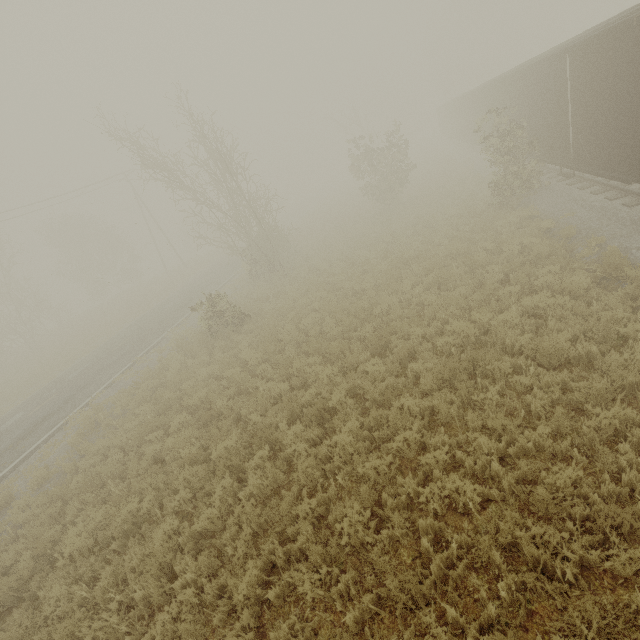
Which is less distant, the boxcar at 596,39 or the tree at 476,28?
the boxcar at 596,39

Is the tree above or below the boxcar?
above

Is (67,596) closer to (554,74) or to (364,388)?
(364,388)

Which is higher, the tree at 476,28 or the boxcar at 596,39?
the tree at 476,28

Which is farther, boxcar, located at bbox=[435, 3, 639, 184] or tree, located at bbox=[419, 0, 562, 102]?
tree, located at bbox=[419, 0, 562, 102]
